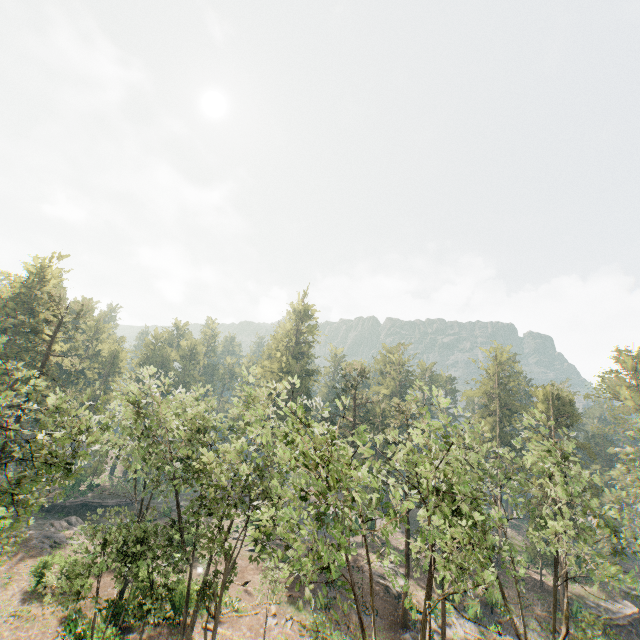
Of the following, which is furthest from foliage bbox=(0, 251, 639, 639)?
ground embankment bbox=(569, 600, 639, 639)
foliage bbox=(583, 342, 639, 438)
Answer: ground embankment bbox=(569, 600, 639, 639)

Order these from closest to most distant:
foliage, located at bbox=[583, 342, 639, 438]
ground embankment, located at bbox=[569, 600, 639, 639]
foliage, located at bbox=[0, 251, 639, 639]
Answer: foliage, located at bbox=[0, 251, 639, 639], ground embankment, located at bbox=[569, 600, 639, 639], foliage, located at bbox=[583, 342, 639, 438]

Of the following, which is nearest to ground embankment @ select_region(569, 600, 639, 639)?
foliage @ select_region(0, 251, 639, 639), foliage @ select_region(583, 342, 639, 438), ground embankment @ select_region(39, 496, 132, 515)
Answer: foliage @ select_region(583, 342, 639, 438)

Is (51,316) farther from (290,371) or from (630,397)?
(630,397)

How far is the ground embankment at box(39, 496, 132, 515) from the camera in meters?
43.2 m

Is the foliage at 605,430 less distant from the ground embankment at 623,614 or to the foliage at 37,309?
the ground embankment at 623,614

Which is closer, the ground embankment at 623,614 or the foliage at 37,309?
the foliage at 37,309
